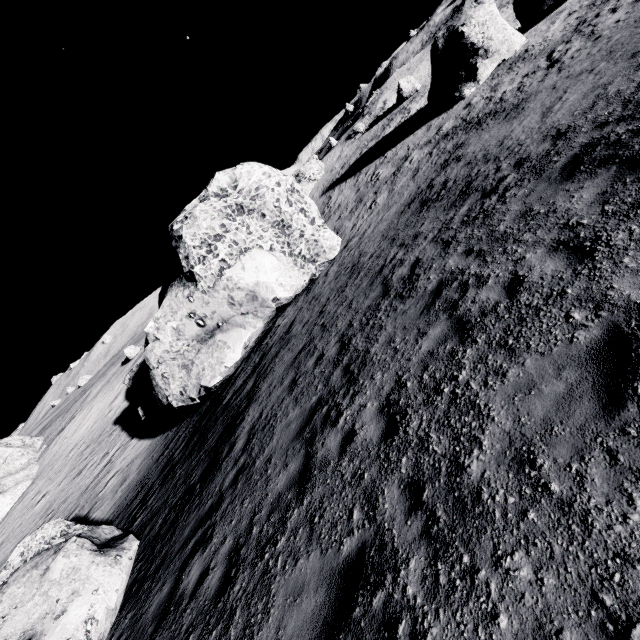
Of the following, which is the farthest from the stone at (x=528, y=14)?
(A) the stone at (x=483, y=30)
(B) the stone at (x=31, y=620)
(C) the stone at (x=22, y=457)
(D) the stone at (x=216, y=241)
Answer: (C) the stone at (x=22, y=457)

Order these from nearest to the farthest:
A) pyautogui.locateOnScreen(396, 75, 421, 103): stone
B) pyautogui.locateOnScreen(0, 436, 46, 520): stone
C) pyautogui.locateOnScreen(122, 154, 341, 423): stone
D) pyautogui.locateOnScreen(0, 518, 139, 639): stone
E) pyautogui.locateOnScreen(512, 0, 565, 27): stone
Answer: pyautogui.locateOnScreen(0, 518, 139, 639): stone → pyautogui.locateOnScreen(122, 154, 341, 423): stone → pyautogui.locateOnScreen(512, 0, 565, 27): stone → pyautogui.locateOnScreen(396, 75, 421, 103): stone → pyautogui.locateOnScreen(0, 436, 46, 520): stone

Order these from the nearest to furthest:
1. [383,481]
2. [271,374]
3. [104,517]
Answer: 1. [383,481]
2. [271,374]
3. [104,517]

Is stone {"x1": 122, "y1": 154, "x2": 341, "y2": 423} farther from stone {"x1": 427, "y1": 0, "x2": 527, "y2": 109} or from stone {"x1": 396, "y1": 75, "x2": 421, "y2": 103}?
stone {"x1": 396, "y1": 75, "x2": 421, "y2": 103}

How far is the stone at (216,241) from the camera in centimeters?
1538cm

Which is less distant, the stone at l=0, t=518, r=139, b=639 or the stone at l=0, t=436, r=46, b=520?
the stone at l=0, t=518, r=139, b=639

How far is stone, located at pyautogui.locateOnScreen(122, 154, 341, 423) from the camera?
15.38m

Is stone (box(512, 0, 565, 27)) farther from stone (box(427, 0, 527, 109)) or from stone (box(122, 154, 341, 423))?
stone (box(122, 154, 341, 423))
